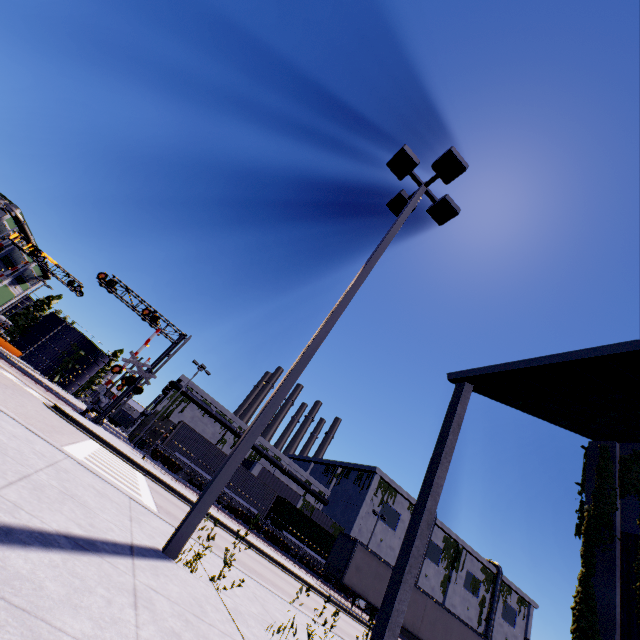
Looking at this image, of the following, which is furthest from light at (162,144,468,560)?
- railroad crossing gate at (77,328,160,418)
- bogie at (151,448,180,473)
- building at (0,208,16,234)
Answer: bogie at (151,448,180,473)

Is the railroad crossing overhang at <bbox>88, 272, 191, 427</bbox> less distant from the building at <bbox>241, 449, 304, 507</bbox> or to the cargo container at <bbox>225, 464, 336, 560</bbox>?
the cargo container at <bbox>225, 464, 336, 560</bbox>

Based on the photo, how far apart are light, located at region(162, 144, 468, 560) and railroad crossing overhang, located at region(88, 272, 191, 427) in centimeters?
2206cm

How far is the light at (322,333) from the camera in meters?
4.1 m

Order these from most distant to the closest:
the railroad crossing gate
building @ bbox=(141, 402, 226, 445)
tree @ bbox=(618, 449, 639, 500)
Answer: building @ bbox=(141, 402, 226, 445) → the railroad crossing gate → tree @ bbox=(618, 449, 639, 500)

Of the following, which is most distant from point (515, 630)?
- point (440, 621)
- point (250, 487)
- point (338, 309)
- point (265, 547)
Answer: point (338, 309)

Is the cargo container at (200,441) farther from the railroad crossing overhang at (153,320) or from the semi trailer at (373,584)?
the railroad crossing overhang at (153,320)

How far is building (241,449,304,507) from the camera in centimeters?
4194cm
